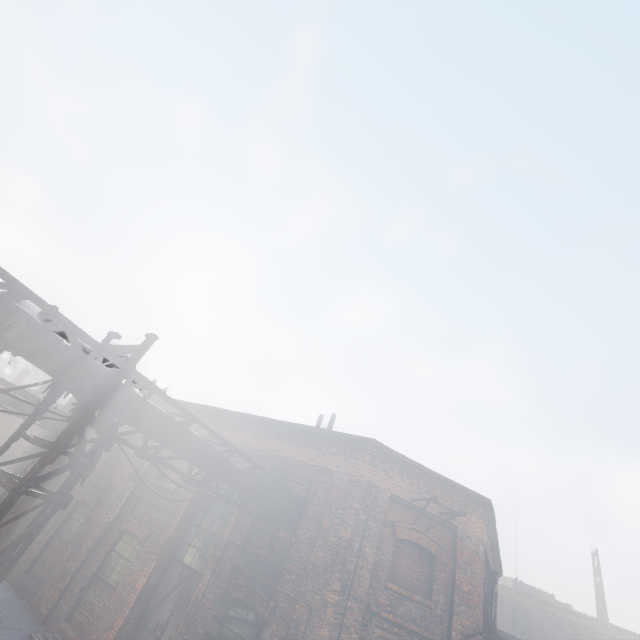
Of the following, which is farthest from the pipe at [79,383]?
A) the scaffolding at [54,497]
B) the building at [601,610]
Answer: the building at [601,610]

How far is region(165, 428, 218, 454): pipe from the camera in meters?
6.3 m

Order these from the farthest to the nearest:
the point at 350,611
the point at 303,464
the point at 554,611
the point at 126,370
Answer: the point at 554,611
the point at 303,464
the point at 350,611
the point at 126,370

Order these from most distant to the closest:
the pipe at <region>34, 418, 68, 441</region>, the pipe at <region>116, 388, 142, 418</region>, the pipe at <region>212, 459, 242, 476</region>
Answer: the pipe at <region>34, 418, 68, 441</region>
the pipe at <region>212, 459, 242, 476</region>
the pipe at <region>116, 388, 142, 418</region>

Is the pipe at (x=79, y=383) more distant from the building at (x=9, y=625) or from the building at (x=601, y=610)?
the building at (x=601, y=610)

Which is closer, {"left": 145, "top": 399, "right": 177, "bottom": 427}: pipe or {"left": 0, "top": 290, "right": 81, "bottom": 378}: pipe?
{"left": 0, "top": 290, "right": 81, "bottom": 378}: pipe

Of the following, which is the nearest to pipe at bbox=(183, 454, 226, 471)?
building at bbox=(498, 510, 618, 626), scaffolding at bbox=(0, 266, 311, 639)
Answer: scaffolding at bbox=(0, 266, 311, 639)
